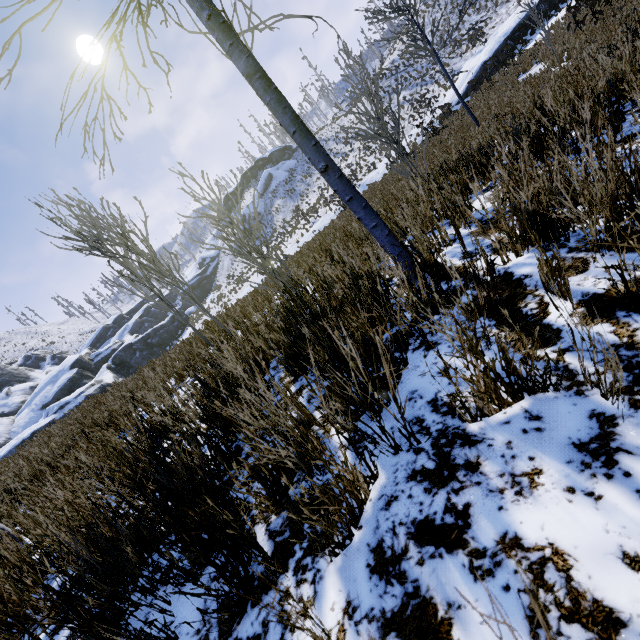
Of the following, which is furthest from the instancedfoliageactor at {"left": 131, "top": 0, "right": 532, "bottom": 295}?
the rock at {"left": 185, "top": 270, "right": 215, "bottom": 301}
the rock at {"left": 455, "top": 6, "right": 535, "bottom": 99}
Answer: the rock at {"left": 455, "top": 6, "right": 535, "bottom": 99}

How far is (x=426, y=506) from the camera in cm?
98

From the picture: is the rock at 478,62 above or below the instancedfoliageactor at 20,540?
below

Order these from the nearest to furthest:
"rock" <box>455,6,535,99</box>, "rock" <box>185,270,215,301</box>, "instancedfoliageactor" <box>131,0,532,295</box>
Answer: "instancedfoliageactor" <box>131,0,532,295</box> → "rock" <box>455,6,535,99</box> → "rock" <box>185,270,215,301</box>

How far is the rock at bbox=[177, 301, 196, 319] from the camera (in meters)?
48.25

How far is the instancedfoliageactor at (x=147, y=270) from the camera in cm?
278
